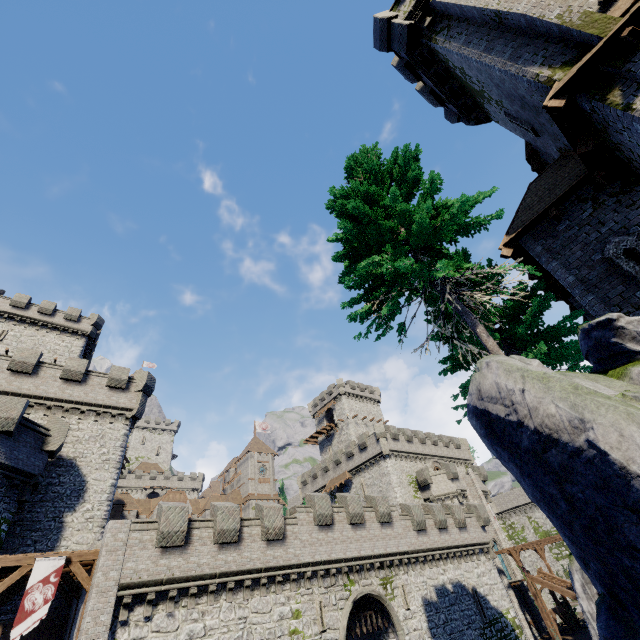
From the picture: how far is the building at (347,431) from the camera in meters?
56.8

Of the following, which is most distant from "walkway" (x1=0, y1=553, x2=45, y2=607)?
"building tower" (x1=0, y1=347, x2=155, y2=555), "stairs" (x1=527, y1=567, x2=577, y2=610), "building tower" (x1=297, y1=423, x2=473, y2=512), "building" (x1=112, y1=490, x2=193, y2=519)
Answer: "stairs" (x1=527, y1=567, x2=577, y2=610)

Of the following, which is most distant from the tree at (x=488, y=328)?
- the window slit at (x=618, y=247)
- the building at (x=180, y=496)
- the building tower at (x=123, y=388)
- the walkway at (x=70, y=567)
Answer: the building at (x=180, y=496)

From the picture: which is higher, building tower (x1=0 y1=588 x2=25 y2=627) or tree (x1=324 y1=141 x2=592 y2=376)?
tree (x1=324 y1=141 x2=592 y2=376)

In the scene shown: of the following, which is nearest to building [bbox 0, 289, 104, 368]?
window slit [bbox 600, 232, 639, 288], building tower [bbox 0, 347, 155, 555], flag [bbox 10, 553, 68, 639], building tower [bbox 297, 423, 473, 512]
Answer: building tower [bbox 0, 347, 155, 555]

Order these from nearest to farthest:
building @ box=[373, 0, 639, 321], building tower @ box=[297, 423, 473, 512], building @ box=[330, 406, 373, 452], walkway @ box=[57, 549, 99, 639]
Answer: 1. building @ box=[373, 0, 639, 321]
2. walkway @ box=[57, 549, 99, 639]
3. building tower @ box=[297, 423, 473, 512]
4. building @ box=[330, 406, 373, 452]

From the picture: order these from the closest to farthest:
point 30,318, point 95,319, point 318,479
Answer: point 30,318 → point 95,319 → point 318,479

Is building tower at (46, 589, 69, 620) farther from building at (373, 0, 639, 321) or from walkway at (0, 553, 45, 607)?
building at (373, 0, 639, 321)
